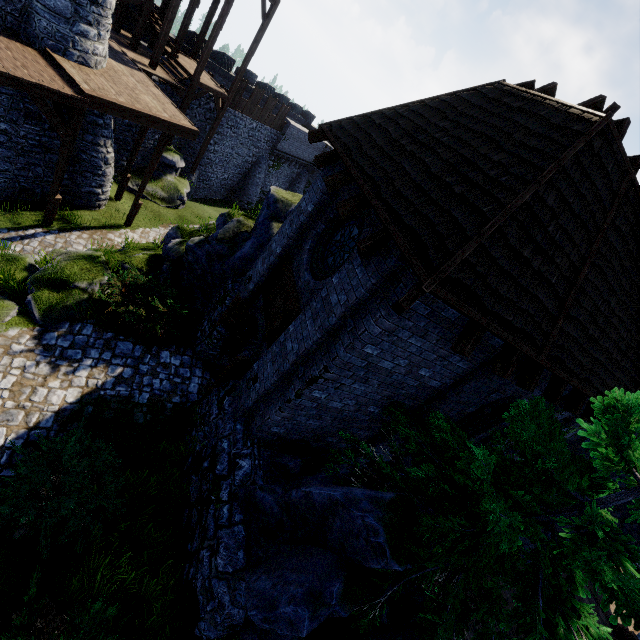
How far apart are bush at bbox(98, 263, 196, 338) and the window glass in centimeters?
487cm

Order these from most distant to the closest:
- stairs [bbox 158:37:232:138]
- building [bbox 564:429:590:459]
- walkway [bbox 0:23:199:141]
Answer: stairs [bbox 158:37:232:138] < building [bbox 564:429:590:459] < walkway [bbox 0:23:199:141]

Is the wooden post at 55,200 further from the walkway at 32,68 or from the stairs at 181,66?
the stairs at 181,66

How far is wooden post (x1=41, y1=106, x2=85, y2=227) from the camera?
11.1 meters

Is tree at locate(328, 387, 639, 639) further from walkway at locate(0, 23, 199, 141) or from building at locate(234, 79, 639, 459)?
walkway at locate(0, 23, 199, 141)

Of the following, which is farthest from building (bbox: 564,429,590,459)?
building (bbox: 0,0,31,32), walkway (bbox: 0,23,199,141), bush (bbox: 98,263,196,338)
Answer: building (bbox: 0,0,31,32)

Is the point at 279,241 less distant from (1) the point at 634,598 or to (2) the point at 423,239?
(2) the point at 423,239

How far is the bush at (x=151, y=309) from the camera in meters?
9.1
